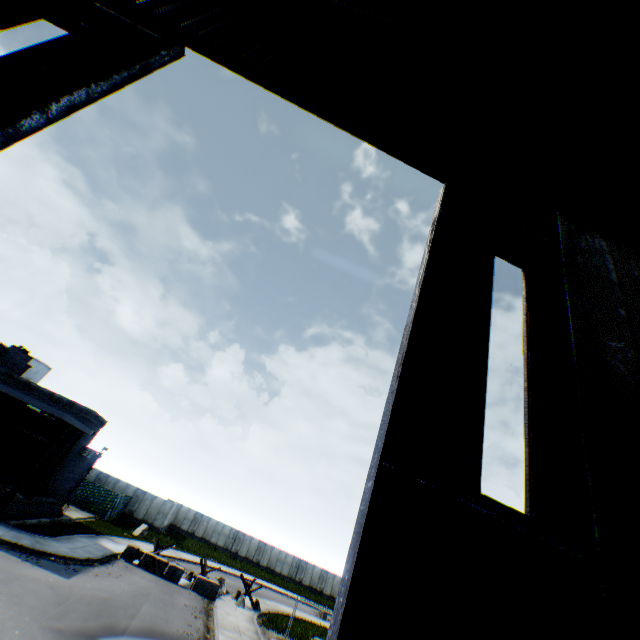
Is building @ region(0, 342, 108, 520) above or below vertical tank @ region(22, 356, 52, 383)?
below

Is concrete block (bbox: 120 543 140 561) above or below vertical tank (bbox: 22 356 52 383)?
below

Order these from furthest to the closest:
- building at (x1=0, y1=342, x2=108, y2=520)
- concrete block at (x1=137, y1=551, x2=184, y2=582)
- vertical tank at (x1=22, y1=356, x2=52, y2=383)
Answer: vertical tank at (x1=22, y1=356, x2=52, y2=383) < concrete block at (x1=137, y1=551, x2=184, y2=582) < building at (x1=0, y1=342, x2=108, y2=520)

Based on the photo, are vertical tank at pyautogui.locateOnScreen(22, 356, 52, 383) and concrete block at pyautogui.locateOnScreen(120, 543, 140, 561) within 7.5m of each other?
no

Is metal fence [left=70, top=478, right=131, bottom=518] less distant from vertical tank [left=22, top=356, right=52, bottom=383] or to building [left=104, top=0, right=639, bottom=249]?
building [left=104, top=0, right=639, bottom=249]

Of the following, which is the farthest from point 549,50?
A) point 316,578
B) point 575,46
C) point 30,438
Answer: point 316,578

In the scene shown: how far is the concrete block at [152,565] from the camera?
22.2 meters

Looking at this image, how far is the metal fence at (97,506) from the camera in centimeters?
3266cm
